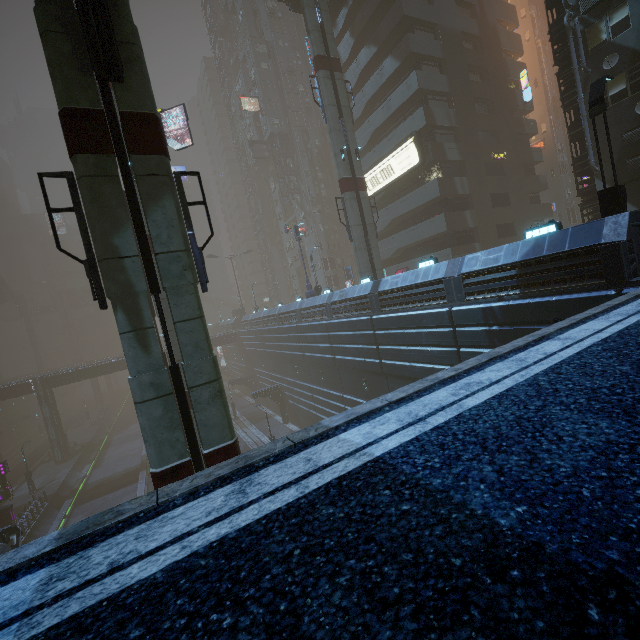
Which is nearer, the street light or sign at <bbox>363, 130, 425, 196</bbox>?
the street light

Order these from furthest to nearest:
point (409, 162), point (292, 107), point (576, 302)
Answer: point (292, 107) < point (409, 162) < point (576, 302)

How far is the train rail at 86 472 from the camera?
29.7 meters

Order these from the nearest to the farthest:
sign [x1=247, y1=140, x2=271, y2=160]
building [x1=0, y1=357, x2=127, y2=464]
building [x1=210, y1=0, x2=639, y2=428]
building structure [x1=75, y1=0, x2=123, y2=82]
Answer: building structure [x1=75, y1=0, x2=123, y2=82], building [x1=210, y1=0, x2=639, y2=428], building [x1=0, y1=357, x2=127, y2=464], sign [x1=247, y1=140, x2=271, y2=160]

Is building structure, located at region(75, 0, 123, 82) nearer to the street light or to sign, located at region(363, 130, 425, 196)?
sign, located at region(363, 130, 425, 196)

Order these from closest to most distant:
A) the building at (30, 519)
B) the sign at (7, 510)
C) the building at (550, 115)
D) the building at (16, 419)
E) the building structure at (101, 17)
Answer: the building structure at (101, 17) < the building at (550, 115) < the building at (30, 519) < the sign at (7, 510) < the building at (16, 419)

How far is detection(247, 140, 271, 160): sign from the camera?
52.62m

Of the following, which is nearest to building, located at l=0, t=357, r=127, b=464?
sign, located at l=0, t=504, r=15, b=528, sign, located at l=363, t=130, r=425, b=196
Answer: sign, located at l=363, t=130, r=425, b=196
